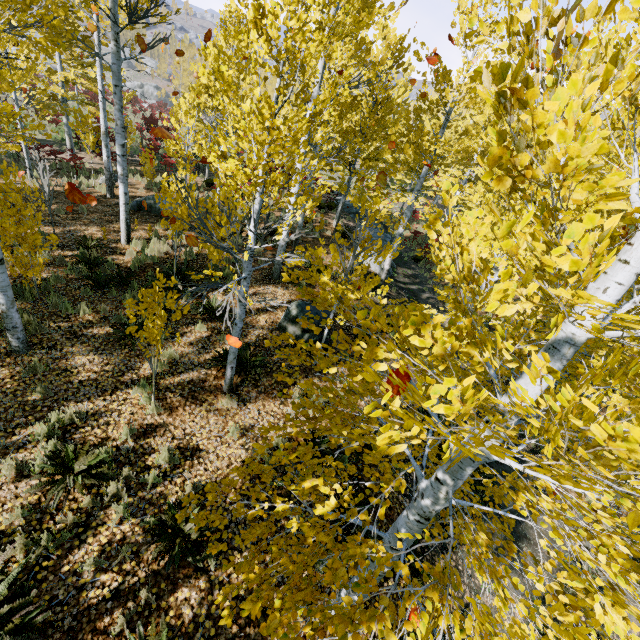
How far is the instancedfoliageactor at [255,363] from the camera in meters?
6.3

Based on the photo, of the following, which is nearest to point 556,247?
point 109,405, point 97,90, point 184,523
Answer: point 184,523

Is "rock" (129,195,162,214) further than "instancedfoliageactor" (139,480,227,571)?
Yes

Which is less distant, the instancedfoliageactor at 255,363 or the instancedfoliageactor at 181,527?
the instancedfoliageactor at 181,527

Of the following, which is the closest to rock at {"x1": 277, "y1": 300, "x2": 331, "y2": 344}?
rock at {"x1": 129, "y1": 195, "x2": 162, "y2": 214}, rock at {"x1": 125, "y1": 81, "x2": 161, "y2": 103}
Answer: rock at {"x1": 129, "y1": 195, "x2": 162, "y2": 214}

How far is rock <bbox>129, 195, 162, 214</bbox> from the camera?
12.91m

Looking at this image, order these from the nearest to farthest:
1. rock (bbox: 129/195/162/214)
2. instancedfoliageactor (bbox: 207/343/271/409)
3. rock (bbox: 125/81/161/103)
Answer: instancedfoliageactor (bbox: 207/343/271/409)
rock (bbox: 129/195/162/214)
rock (bbox: 125/81/161/103)

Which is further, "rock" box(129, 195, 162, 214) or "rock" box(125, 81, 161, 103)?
"rock" box(125, 81, 161, 103)
